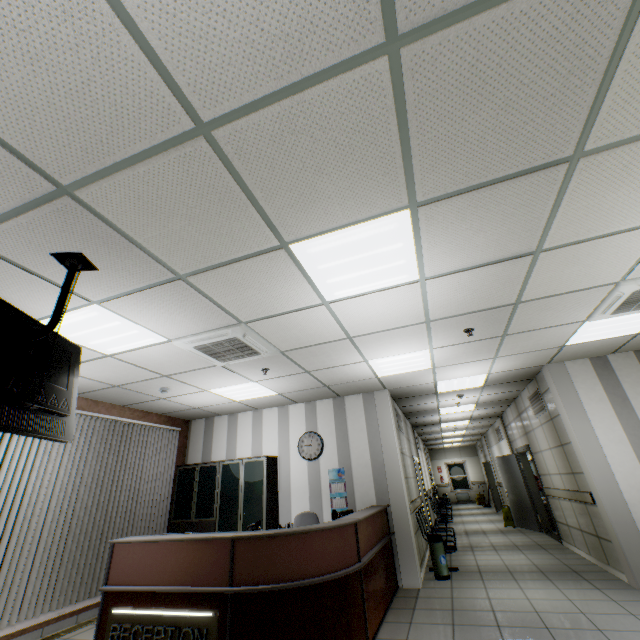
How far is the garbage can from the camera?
5.6m

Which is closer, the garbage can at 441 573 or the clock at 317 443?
the garbage can at 441 573

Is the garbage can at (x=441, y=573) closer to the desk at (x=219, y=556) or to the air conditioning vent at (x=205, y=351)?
the desk at (x=219, y=556)

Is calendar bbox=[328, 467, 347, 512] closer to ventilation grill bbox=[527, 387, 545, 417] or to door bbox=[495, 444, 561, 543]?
ventilation grill bbox=[527, 387, 545, 417]

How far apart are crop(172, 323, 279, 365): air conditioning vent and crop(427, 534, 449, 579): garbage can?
4.5m

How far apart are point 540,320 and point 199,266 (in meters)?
4.18

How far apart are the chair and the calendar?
0.55m

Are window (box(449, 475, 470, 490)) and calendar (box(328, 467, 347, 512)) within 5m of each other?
no
